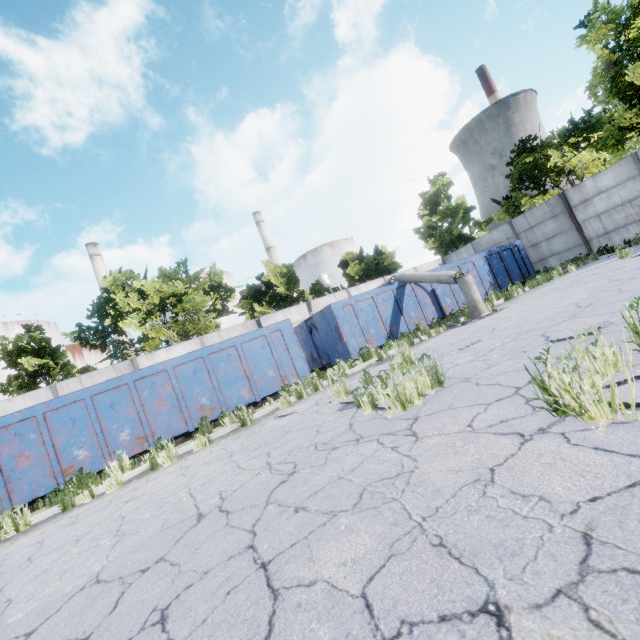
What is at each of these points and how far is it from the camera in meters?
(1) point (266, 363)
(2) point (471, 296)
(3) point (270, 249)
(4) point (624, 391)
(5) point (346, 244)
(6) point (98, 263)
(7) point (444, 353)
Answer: (1) garbage container, 10.1
(2) lamp post, 10.3
(3) chimney, 52.3
(4) asphalt debris, 2.2
(5) storage tank, 57.7
(6) chimney, 43.1
(7) asphalt debris, 6.3

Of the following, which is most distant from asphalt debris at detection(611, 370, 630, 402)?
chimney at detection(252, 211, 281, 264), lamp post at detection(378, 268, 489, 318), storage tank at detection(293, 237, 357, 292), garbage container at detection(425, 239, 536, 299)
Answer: storage tank at detection(293, 237, 357, 292)

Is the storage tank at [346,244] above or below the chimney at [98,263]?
below

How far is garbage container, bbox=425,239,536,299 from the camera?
14.45m

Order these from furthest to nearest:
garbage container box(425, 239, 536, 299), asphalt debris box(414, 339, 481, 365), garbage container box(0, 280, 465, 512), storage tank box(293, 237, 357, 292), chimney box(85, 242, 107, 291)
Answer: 1. storage tank box(293, 237, 357, 292)
2. chimney box(85, 242, 107, 291)
3. garbage container box(425, 239, 536, 299)
4. garbage container box(0, 280, 465, 512)
5. asphalt debris box(414, 339, 481, 365)

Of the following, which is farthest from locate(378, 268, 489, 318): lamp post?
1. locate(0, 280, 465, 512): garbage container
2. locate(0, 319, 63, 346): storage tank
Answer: locate(0, 319, 63, 346): storage tank

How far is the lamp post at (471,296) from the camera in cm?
1030

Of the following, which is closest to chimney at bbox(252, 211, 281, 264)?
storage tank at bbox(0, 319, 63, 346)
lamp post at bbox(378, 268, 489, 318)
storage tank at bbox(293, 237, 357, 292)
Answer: storage tank at bbox(293, 237, 357, 292)
